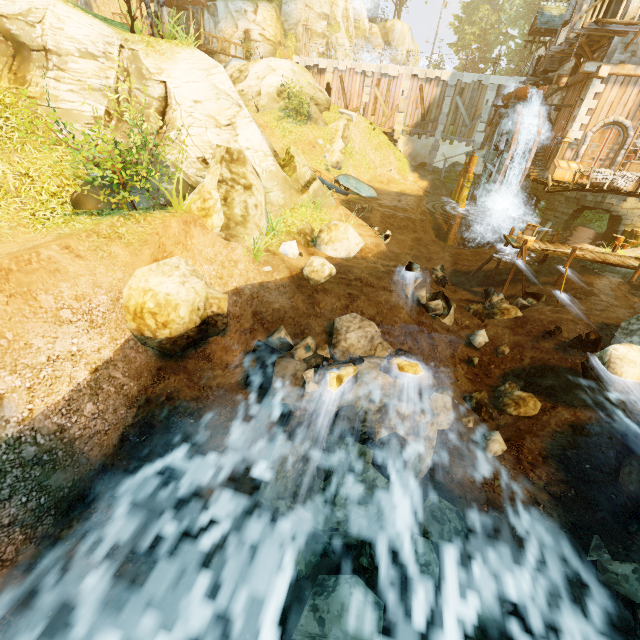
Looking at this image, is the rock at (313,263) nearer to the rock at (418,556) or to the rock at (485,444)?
the rock at (418,556)

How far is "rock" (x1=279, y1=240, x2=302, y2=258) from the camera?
9.79m

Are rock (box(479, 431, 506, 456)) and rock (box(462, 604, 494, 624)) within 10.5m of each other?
yes

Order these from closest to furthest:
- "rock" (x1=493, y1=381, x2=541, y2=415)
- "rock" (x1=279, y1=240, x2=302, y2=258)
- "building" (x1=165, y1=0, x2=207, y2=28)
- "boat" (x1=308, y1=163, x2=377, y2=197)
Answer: "rock" (x1=493, y1=381, x2=541, y2=415)
"rock" (x1=279, y1=240, x2=302, y2=258)
"boat" (x1=308, y1=163, x2=377, y2=197)
"building" (x1=165, y1=0, x2=207, y2=28)

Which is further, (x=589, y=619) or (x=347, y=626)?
(x=589, y=619)

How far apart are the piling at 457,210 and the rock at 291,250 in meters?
16.4

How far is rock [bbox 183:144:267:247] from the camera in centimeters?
833cm

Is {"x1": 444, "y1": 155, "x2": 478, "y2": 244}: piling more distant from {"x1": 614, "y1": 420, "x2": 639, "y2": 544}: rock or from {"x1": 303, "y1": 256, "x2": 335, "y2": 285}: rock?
{"x1": 614, "y1": 420, "x2": 639, "y2": 544}: rock
